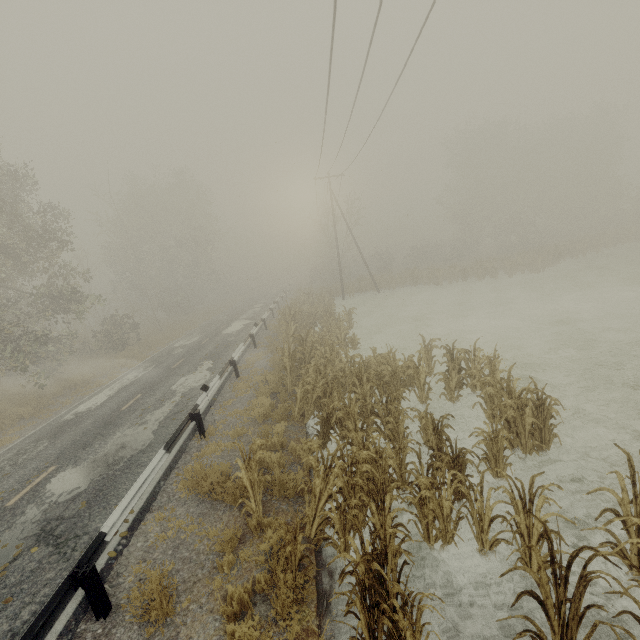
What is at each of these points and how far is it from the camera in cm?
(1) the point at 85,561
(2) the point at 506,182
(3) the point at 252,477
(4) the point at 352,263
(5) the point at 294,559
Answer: (1) guardrail, 504
(2) tree, 4209
(3) tree, 603
(4) tree, 3931
(5) tree, 468

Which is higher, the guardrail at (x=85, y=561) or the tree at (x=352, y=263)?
the tree at (x=352, y=263)

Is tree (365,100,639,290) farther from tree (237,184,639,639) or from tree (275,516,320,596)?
tree (275,516,320,596)

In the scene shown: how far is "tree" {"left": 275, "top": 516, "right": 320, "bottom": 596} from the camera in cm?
446

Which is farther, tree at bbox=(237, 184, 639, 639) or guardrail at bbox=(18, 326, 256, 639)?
guardrail at bbox=(18, 326, 256, 639)

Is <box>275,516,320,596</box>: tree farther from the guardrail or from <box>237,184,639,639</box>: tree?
<box>237,184,639,639</box>: tree

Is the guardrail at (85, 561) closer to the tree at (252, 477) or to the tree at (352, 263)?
the tree at (352, 263)

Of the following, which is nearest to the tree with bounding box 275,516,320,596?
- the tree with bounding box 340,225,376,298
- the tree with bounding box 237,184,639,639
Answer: the tree with bounding box 237,184,639,639
